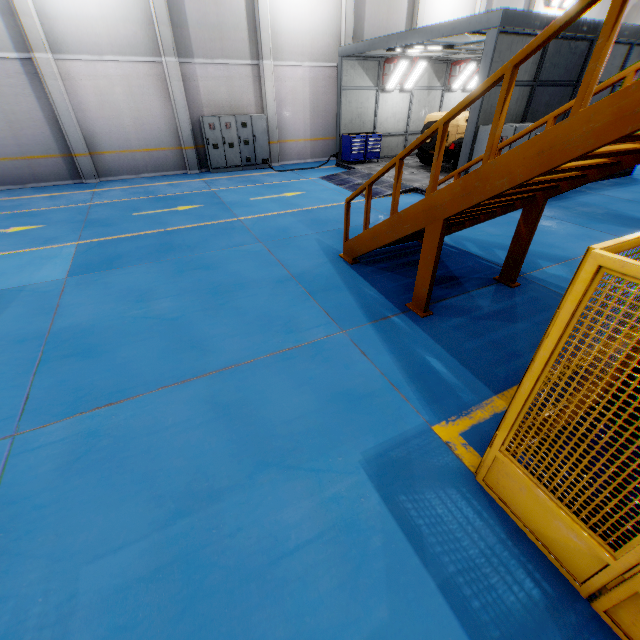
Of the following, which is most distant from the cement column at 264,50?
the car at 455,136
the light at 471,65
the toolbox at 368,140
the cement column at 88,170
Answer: the light at 471,65

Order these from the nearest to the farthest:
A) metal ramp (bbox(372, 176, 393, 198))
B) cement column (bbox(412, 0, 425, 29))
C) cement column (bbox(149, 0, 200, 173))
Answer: metal ramp (bbox(372, 176, 393, 198)) < cement column (bbox(149, 0, 200, 173)) < cement column (bbox(412, 0, 425, 29))

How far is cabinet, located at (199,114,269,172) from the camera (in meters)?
13.80

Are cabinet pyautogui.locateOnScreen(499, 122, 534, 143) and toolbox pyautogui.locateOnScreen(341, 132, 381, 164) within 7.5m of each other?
yes

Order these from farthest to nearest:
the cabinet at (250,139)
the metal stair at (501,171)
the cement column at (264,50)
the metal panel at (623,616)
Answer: the cabinet at (250,139)
the cement column at (264,50)
the metal stair at (501,171)
the metal panel at (623,616)

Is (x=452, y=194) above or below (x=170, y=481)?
above

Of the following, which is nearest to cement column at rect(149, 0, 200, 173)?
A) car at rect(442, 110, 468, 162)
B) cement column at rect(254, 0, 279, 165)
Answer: cement column at rect(254, 0, 279, 165)

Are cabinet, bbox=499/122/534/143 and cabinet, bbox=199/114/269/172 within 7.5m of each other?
no
